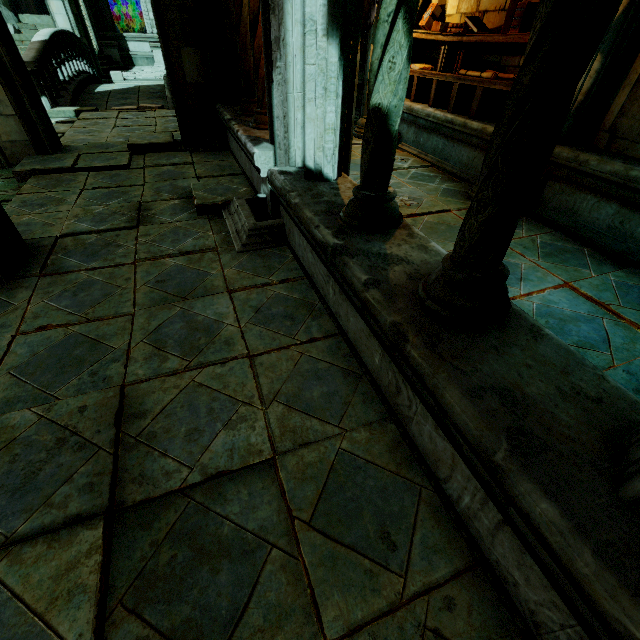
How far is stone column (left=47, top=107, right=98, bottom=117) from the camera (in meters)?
8.33

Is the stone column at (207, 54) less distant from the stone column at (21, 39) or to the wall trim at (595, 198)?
the wall trim at (595, 198)

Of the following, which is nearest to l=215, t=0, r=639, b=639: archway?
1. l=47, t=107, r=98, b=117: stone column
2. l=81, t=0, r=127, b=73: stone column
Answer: l=47, t=107, r=98, b=117: stone column

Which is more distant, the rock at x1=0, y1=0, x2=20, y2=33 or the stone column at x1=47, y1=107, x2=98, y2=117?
the rock at x1=0, y1=0, x2=20, y2=33

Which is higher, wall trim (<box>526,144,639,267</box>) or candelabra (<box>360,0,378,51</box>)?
candelabra (<box>360,0,378,51</box>)

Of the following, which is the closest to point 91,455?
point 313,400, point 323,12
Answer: point 313,400

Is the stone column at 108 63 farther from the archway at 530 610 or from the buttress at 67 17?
the archway at 530 610

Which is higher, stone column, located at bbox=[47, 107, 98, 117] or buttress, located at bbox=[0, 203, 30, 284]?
buttress, located at bbox=[0, 203, 30, 284]
